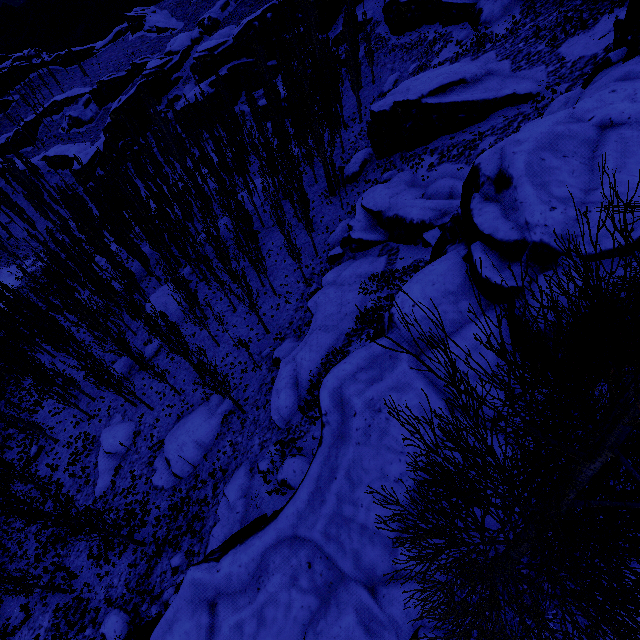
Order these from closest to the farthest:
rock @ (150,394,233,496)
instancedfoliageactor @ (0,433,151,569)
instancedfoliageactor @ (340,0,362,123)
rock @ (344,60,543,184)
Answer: instancedfoliageactor @ (0,433,151,569) < rock @ (150,394,233,496) < rock @ (344,60,543,184) < instancedfoliageactor @ (340,0,362,123)

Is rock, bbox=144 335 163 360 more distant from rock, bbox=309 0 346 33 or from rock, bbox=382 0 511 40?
rock, bbox=382 0 511 40

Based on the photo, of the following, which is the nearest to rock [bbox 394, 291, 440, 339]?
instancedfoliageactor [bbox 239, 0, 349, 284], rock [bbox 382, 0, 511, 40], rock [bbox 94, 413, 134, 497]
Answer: instancedfoliageactor [bbox 239, 0, 349, 284]

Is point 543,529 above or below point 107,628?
above

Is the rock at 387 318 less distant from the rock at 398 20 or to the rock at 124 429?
the rock at 398 20

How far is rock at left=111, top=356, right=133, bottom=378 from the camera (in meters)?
32.58

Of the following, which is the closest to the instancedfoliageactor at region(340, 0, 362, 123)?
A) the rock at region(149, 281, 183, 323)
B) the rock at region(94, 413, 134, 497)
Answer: the rock at region(149, 281, 183, 323)

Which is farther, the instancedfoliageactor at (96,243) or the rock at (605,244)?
the instancedfoliageactor at (96,243)
